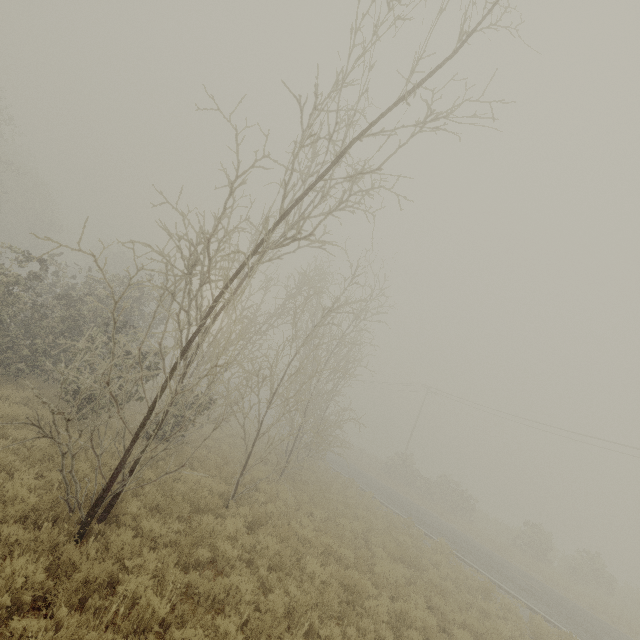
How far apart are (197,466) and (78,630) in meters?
8.7
